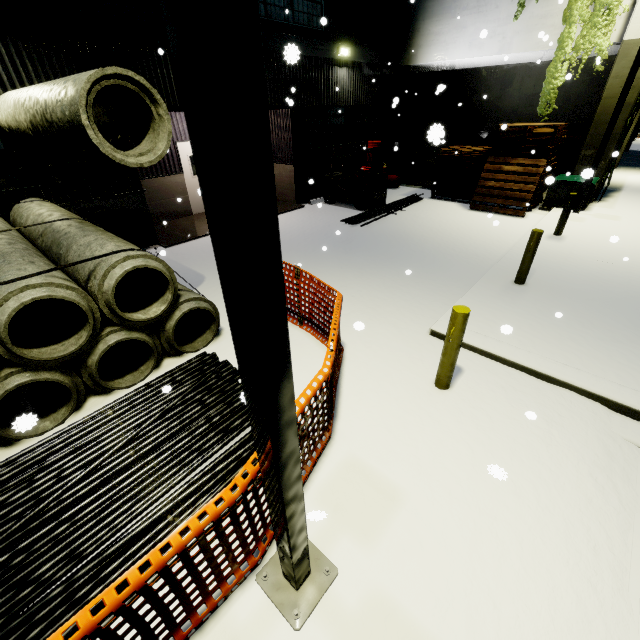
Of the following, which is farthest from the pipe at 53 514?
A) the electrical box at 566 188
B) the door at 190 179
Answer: the electrical box at 566 188

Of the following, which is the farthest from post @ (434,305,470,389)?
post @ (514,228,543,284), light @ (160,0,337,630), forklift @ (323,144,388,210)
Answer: forklift @ (323,144,388,210)

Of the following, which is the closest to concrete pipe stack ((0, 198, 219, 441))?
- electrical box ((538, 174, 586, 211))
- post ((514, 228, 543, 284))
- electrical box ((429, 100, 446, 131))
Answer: electrical box ((538, 174, 586, 211))

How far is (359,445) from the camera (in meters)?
3.87

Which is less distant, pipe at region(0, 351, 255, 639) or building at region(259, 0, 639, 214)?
pipe at region(0, 351, 255, 639)

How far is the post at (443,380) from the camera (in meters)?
3.93

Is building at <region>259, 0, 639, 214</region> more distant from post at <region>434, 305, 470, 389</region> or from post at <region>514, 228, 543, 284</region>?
post at <region>514, 228, 543, 284</region>

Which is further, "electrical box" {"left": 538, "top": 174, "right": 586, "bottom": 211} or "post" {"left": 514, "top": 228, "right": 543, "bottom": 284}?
"electrical box" {"left": 538, "top": 174, "right": 586, "bottom": 211}
